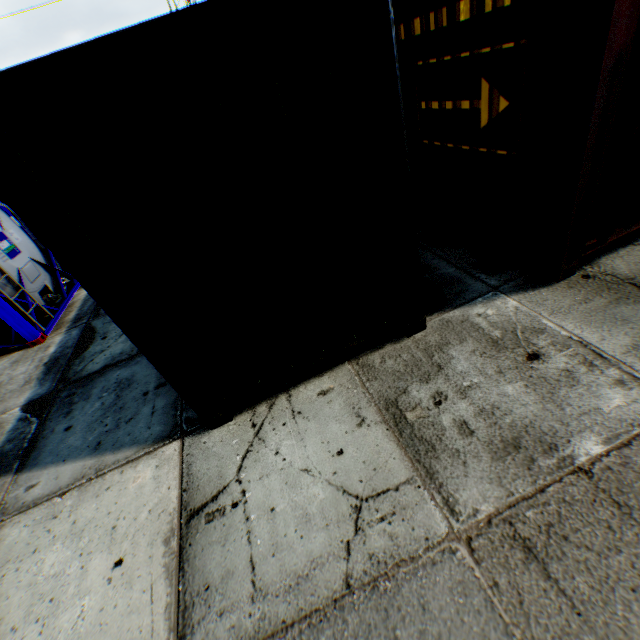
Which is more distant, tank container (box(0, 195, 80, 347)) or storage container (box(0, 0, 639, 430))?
tank container (box(0, 195, 80, 347))

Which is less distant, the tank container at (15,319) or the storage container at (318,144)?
the storage container at (318,144)

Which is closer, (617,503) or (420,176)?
(617,503)
